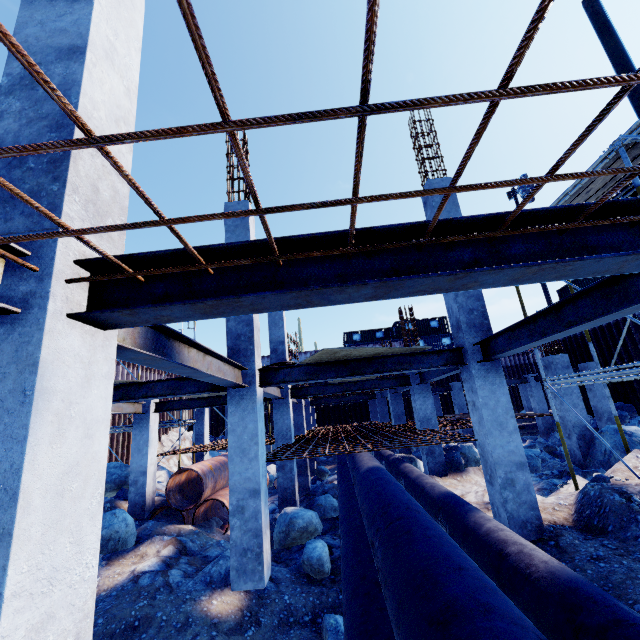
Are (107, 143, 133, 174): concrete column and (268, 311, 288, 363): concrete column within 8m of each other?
no

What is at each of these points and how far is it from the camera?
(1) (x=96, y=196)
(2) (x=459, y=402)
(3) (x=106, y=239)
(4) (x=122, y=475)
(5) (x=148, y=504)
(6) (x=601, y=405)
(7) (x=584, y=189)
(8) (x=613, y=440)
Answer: (1) concrete column, 2.3 meters
(2) concrete column, 20.6 meters
(3) concrete column, 2.4 meters
(4) compgrassrocksplants, 12.3 meters
(5) concrete column, 10.8 meters
(6) concrete column, 15.5 meters
(7) scaffolding, 7.2 meters
(8) rock, 9.3 meters

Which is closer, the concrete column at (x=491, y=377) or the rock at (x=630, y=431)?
the concrete column at (x=491, y=377)

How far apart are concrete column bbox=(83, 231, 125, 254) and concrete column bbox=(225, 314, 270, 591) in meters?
4.3 m

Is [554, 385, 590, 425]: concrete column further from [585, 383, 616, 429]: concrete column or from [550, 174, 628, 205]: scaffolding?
[585, 383, 616, 429]: concrete column

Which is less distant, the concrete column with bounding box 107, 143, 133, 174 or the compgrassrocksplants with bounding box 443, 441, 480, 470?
the concrete column with bounding box 107, 143, 133, 174

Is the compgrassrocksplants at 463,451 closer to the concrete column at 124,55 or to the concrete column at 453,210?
the concrete column at 453,210

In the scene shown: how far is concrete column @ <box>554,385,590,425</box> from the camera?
10.8m
